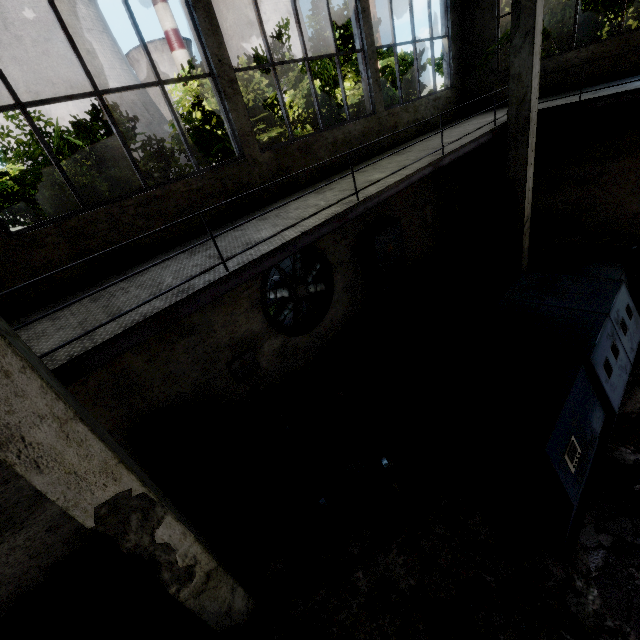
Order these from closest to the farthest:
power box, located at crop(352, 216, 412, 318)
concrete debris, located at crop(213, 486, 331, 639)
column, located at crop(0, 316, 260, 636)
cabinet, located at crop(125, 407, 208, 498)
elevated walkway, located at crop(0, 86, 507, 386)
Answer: column, located at crop(0, 316, 260, 636) → elevated walkway, located at crop(0, 86, 507, 386) → concrete debris, located at crop(213, 486, 331, 639) → cabinet, located at crop(125, 407, 208, 498) → power box, located at crop(352, 216, 412, 318)

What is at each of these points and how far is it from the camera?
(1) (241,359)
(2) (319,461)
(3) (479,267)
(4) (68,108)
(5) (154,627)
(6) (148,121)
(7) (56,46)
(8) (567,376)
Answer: (1) power box, 6.7m
(2) wire spool, 3.9m
(3) concrete debris, 9.8m
(4) chimney, 52.6m
(5) concrete debris, 4.4m
(6) chimney, 59.7m
(7) chimney, 50.5m
(8) cable machine, 3.9m

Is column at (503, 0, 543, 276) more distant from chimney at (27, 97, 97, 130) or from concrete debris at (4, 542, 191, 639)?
chimney at (27, 97, 97, 130)

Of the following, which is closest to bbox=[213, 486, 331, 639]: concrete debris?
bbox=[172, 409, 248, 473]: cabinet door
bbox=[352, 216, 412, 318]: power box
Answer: bbox=[172, 409, 248, 473]: cabinet door

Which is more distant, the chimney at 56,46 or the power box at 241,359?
the chimney at 56,46

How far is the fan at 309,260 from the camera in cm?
704

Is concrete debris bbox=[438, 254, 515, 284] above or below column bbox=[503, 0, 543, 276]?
below

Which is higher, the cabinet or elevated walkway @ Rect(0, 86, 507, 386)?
elevated walkway @ Rect(0, 86, 507, 386)
